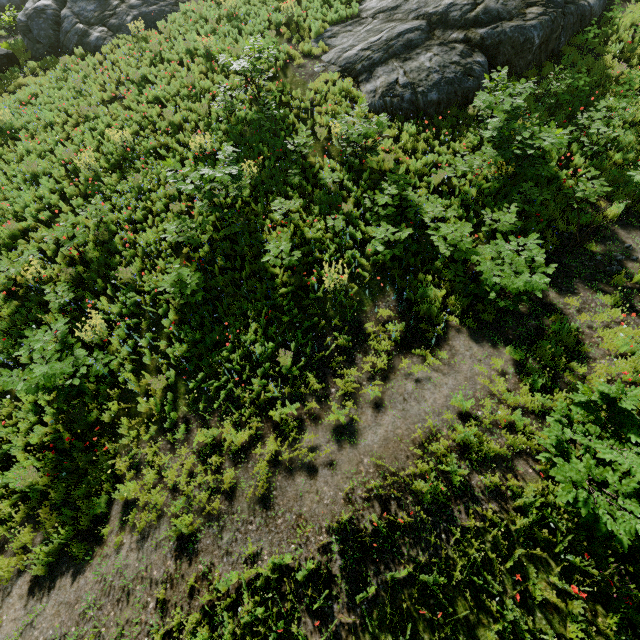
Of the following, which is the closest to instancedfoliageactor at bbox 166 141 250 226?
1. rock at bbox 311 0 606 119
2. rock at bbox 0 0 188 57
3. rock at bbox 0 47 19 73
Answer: rock at bbox 311 0 606 119

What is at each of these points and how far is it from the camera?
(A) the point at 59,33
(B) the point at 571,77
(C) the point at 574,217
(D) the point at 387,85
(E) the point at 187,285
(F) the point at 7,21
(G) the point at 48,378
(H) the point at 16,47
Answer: (A) rock, 16.03m
(B) instancedfoliageactor, 11.53m
(C) instancedfoliageactor, 9.11m
(D) rock, 11.72m
(E) instancedfoliageactor, 8.11m
(F) instancedfoliageactor, 16.66m
(G) instancedfoliageactor, 6.40m
(H) instancedfoliageactor, 16.42m

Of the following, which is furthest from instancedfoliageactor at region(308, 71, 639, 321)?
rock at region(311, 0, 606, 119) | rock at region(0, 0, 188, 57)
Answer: rock at region(0, 0, 188, 57)

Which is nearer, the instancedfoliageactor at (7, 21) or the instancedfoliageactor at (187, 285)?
the instancedfoliageactor at (187, 285)

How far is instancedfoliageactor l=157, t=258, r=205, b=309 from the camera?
7.8m

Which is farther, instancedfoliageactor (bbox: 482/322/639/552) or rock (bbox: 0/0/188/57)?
rock (bbox: 0/0/188/57)

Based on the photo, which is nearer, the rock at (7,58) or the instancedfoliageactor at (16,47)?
the instancedfoliageactor at (16,47)

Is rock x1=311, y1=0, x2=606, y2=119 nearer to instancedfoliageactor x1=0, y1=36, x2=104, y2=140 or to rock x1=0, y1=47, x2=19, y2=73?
instancedfoliageactor x1=0, y1=36, x2=104, y2=140
